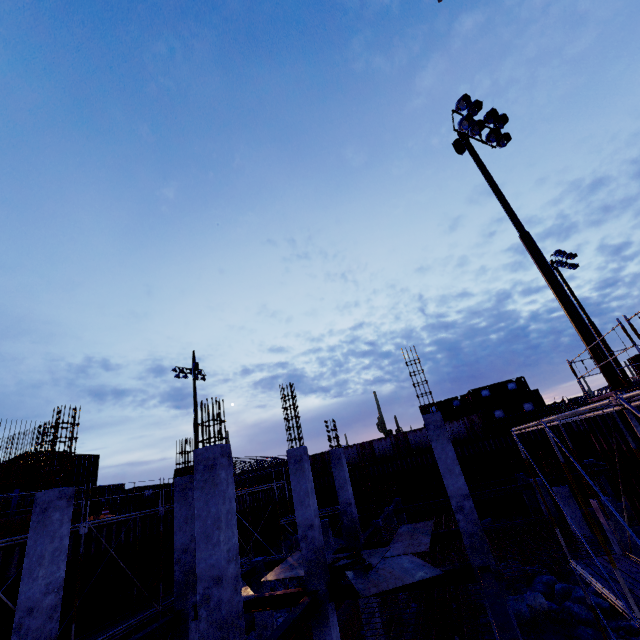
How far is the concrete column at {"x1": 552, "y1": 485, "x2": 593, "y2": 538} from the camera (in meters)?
15.58

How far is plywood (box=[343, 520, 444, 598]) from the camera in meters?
8.8 m

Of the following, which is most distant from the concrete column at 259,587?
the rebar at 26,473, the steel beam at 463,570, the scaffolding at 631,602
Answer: the scaffolding at 631,602

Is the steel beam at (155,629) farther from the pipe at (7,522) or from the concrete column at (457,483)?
the concrete column at (457,483)

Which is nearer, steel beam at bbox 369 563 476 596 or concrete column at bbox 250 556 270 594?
steel beam at bbox 369 563 476 596

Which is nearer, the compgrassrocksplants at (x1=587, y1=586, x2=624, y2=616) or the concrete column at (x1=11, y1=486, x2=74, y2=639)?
the concrete column at (x1=11, y1=486, x2=74, y2=639)

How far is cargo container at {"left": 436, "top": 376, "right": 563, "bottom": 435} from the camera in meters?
32.4 m

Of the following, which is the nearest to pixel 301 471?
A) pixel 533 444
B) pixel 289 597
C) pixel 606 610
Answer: pixel 289 597
